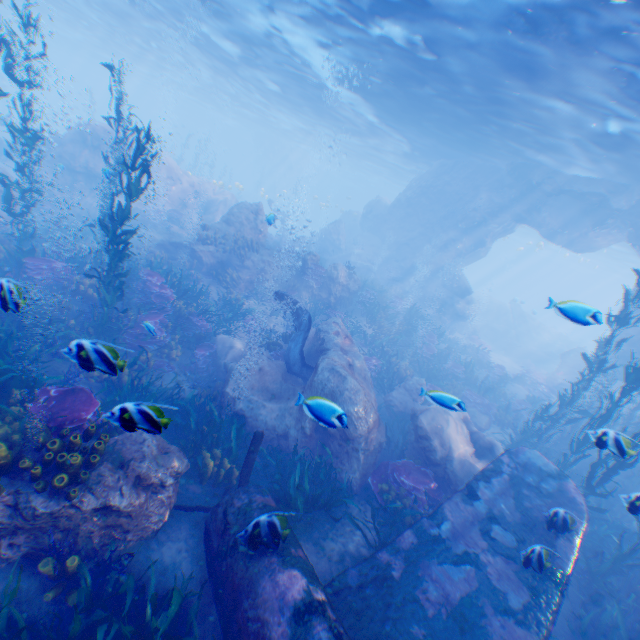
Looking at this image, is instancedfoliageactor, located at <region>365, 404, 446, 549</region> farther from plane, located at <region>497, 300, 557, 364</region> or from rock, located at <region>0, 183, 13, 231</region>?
plane, located at <region>497, 300, 557, 364</region>

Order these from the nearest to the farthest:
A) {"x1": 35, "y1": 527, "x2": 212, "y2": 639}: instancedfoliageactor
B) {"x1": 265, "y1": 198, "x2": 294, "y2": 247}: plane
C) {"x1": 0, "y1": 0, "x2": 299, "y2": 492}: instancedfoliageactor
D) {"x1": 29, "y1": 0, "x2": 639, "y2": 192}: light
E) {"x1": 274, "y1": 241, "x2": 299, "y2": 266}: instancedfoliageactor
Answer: {"x1": 35, "y1": 527, "x2": 212, "y2": 639}: instancedfoliageactor
{"x1": 0, "y1": 0, "x2": 299, "y2": 492}: instancedfoliageactor
{"x1": 29, "y1": 0, "x2": 639, "y2": 192}: light
{"x1": 274, "y1": 241, "x2": 299, "y2": 266}: instancedfoliageactor
{"x1": 265, "y1": 198, "x2": 294, "y2": 247}: plane

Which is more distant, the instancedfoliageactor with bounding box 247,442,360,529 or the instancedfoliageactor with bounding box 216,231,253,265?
the instancedfoliageactor with bounding box 216,231,253,265

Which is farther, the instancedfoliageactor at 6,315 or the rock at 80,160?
the rock at 80,160

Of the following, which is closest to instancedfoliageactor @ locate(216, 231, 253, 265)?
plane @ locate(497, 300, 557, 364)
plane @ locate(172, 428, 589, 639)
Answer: plane @ locate(172, 428, 589, 639)

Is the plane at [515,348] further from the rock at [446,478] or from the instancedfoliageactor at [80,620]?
the instancedfoliageactor at [80,620]

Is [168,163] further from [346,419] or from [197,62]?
[346,419]

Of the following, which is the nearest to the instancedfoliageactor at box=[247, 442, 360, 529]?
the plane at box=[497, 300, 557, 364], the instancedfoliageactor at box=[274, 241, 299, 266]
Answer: the instancedfoliageactor at box=[274, 241, 299, 266]
